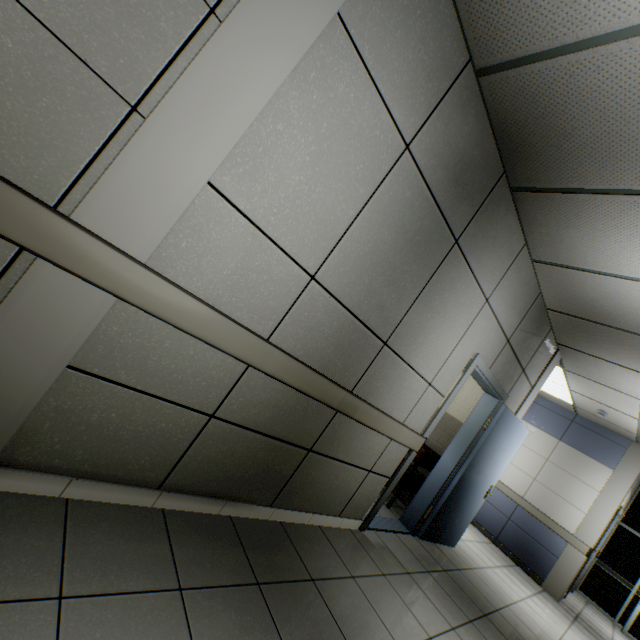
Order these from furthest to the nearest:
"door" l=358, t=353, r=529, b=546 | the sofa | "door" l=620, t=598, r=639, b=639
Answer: "door" l=620, t=598, r=639, b=639 → the sofa → "door" l=358, t=353, r=529, b=546

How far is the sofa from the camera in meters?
4.4

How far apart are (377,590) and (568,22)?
3.8m

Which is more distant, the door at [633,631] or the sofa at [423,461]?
the door at [633,631]

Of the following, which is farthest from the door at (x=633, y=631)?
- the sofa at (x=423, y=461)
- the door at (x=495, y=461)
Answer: the sofa at (x=423, y=461)

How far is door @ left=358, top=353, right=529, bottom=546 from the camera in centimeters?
338cm

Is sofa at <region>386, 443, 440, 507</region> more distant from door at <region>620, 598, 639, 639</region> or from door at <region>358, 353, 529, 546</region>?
door at <region>620, 598, 639, 639</region>
